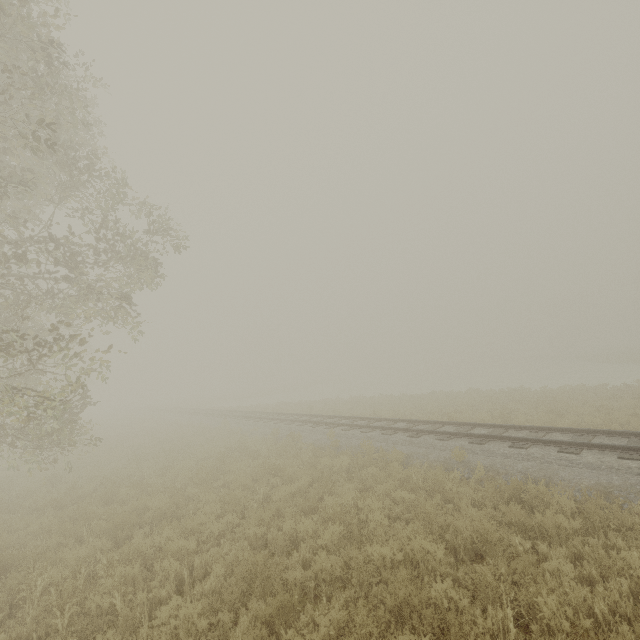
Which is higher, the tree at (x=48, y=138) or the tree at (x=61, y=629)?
the tree at (x=48, y=138)

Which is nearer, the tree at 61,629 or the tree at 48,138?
the tree at 61,629

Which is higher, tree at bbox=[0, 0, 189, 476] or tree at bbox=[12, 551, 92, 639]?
tree at bbox=[0, 0, 189, 476]

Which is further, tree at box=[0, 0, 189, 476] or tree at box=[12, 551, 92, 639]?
tree at box=[0, 0, 189, 476]

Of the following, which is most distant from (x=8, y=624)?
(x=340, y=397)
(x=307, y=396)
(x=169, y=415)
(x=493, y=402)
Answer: (x=307, y=396)
